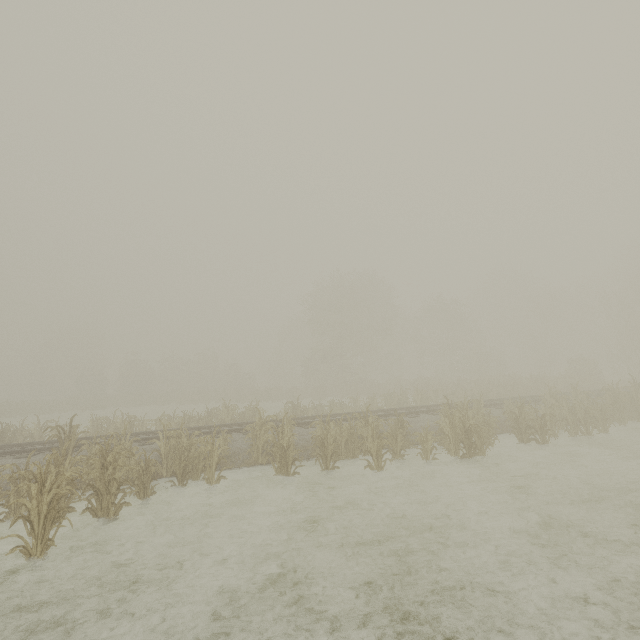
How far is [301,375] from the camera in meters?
50.1 m
